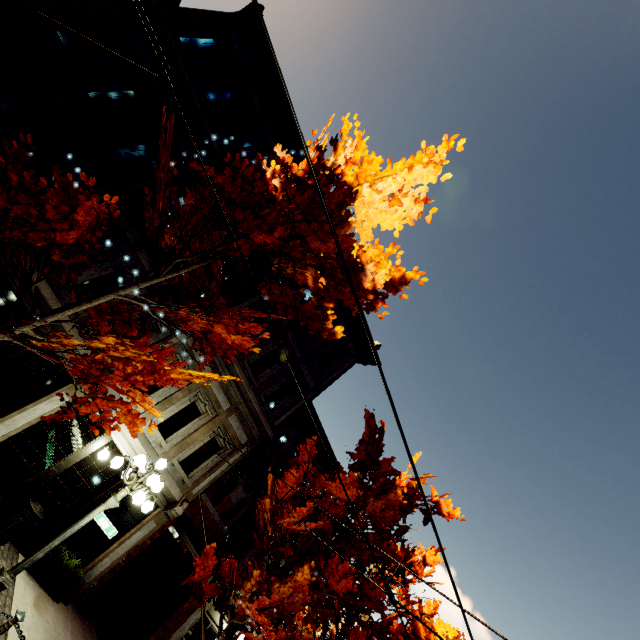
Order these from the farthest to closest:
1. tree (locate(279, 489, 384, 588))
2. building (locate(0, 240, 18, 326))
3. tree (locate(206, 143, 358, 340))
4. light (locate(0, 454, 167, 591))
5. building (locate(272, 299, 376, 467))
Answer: building (locate(272, 299, 376, 467)) → tree (locate(279, 489, 384, 588)) → building (locate(0, 240, 18, 326)) → tree (locate(206, 143, 358, 340)) → light (locate(0, 454, 167, 591))

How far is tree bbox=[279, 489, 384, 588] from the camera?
8.83m

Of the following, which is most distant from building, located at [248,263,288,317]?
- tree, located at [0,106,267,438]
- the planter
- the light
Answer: the light

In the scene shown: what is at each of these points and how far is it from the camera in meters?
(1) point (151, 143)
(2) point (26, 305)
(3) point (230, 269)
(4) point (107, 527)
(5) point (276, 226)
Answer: (1) building, 10.7 m
(2) building, 8.6 m
(3) building, 12.4 m
(4) sign, 6.5 m
(5) tree, 6.4 m

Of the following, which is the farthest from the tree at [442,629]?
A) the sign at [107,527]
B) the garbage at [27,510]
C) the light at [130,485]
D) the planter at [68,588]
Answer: the garbage at [27,510]

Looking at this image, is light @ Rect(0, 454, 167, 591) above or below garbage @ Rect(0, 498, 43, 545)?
above

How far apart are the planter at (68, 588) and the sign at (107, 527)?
3.8m

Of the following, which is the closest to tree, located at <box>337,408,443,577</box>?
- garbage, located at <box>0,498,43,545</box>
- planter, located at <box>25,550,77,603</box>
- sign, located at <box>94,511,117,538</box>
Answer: sign, located at <box>94,511,117,538</box>
